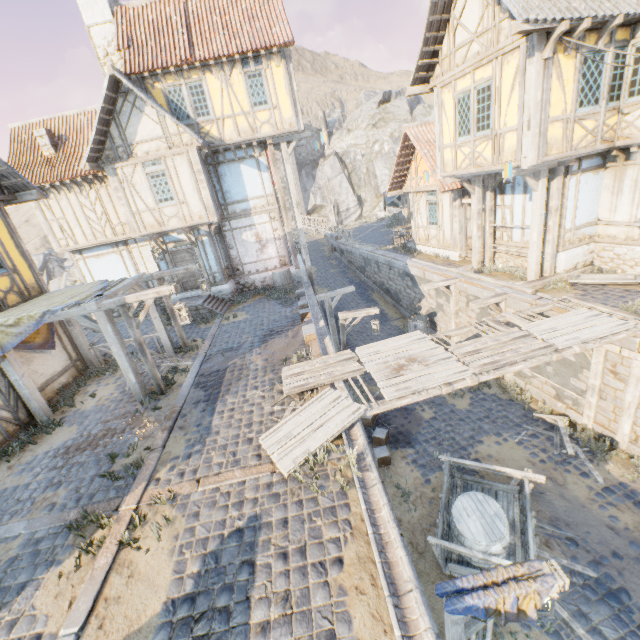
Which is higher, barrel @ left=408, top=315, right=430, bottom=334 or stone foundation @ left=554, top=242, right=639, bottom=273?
stone foundation @ left=554, top=242, right=639, bottom=273

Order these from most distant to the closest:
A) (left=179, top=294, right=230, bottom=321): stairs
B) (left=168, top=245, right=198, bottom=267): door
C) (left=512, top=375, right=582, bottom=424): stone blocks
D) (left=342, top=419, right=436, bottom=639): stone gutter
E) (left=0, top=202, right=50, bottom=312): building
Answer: (left=168, top=245, right=198, bottom=267): door, (left=179, top=294, right=230, bottom=321): stairs, (left=512, top=375, right=582, bottom=424): stone blocks, (left=0, top=202, right=50, bottom=312): building, (left=342, top=419, right=436, bottom=639): stone gutter

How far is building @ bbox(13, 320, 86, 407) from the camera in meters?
9.3 m

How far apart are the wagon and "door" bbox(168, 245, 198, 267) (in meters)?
12.92

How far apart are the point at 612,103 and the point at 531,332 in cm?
710

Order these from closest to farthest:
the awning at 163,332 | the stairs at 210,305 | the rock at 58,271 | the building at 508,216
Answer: the awning at 163,332 → the building at 508,216 → the stairs at 210,305 → the rock at 58,271

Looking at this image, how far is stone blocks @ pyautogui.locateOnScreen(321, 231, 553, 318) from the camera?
10.4 meters

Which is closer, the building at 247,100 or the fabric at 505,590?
the fabric at 505,590
